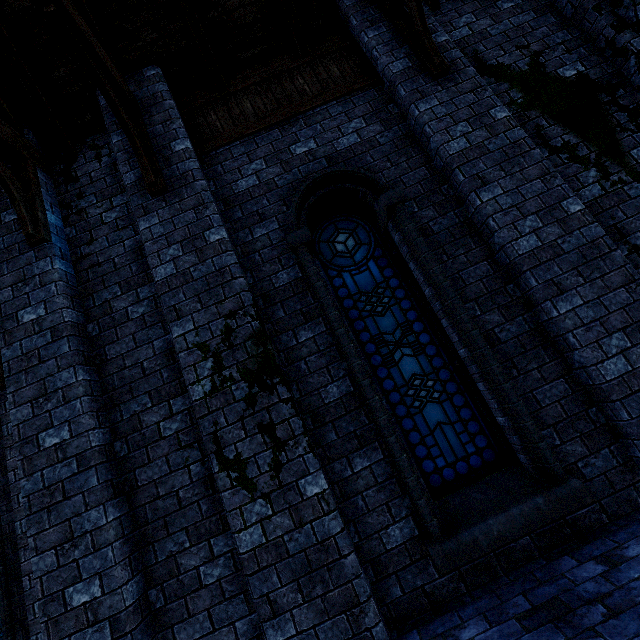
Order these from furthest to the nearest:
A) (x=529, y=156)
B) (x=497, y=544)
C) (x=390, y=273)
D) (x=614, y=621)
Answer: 1. (x=390, y=273)
2. (x=529, y=156)
3. (x=497, y=544)
4. (x=614, y=621)

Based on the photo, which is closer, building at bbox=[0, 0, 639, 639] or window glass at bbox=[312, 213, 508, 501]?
building at bbox=[0, 0, 639, 639]

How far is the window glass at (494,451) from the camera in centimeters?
367cm

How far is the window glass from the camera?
3.67m

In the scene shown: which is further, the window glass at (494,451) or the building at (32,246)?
the window glass at (494,451)
